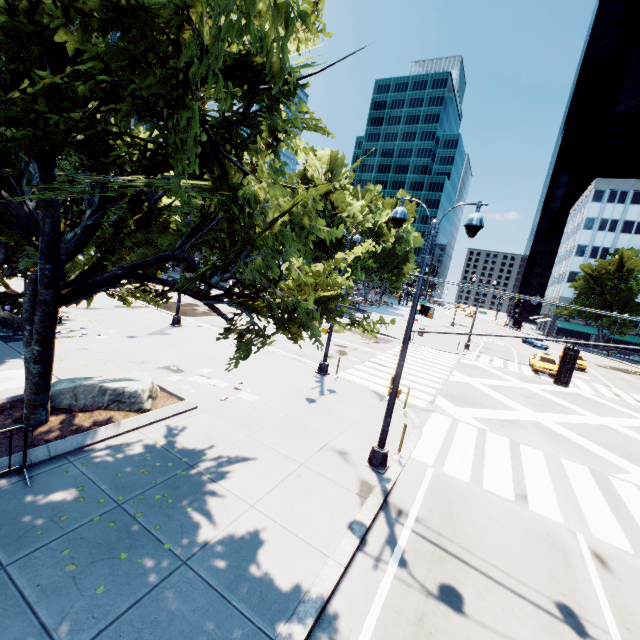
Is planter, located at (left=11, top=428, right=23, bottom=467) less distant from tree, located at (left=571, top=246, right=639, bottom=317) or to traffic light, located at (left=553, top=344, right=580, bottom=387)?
tree, located at (left=571, top=246, right=639, bottom=317)

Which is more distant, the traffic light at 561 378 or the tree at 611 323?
the tree at 611 323

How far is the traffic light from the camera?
6.8m

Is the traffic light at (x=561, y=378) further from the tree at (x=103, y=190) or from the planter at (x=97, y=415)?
the planter at (x=97, y=415)

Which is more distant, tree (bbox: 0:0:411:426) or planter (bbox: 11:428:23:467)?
planter (bbox: 11:428:23:467)

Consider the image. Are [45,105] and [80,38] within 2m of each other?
yes

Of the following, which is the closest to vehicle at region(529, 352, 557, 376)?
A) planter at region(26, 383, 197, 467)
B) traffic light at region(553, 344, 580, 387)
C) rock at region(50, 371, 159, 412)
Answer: traffic light at region(553, 344, 580, 387)
